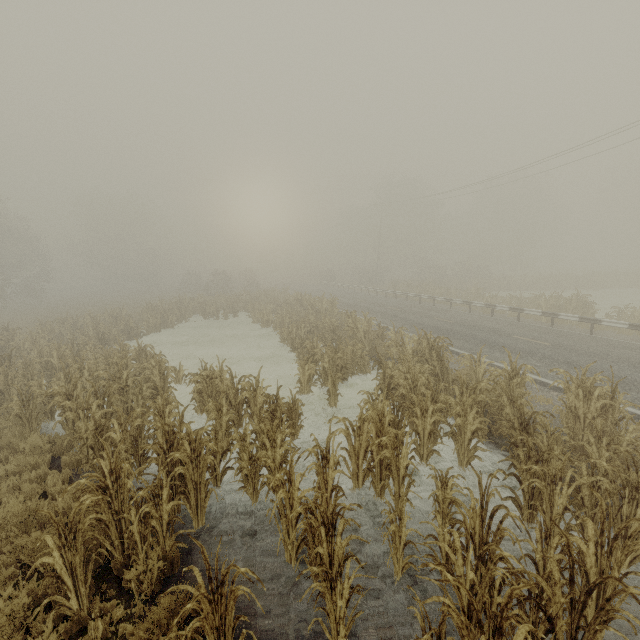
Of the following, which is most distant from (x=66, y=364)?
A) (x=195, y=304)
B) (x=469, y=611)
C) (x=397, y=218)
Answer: (x=397, y=218)

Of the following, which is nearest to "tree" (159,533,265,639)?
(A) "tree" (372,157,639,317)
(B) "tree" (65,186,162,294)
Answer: (A) "tree" (372,157,639,317)

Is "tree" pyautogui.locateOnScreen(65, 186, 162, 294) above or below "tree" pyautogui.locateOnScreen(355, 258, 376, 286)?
above

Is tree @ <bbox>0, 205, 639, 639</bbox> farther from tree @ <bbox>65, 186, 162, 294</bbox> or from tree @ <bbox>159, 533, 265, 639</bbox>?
tree @ <bbox>65, 186, 162, 294</bbox>

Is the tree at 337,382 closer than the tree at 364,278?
Yes

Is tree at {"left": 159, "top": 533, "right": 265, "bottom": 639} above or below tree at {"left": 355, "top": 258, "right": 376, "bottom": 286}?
below

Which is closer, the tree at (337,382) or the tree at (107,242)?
the tree at (337,382)
